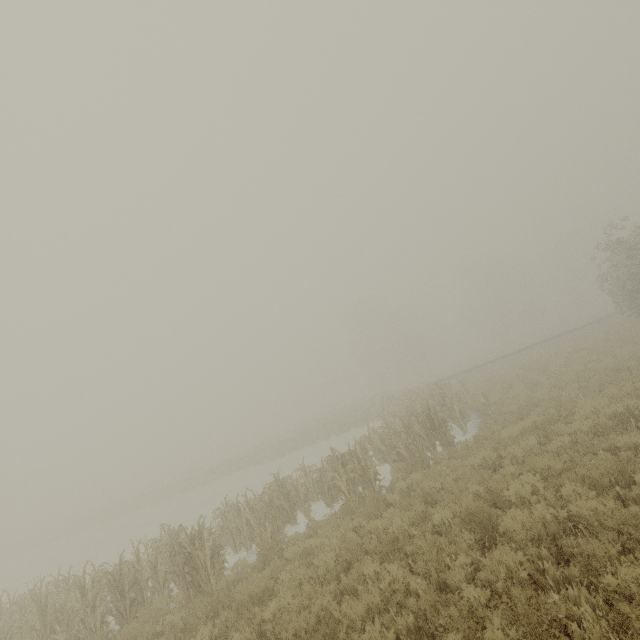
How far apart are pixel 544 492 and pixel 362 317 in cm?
5216
